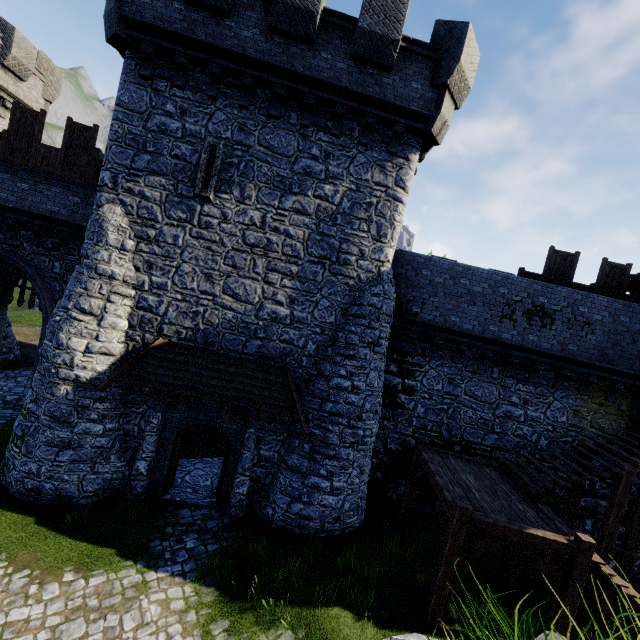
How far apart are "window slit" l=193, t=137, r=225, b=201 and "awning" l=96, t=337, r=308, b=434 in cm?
456

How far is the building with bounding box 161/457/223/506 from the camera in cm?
1116

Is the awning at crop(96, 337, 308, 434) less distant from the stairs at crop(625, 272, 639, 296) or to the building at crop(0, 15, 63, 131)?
the building at crop(0, 15, 63, 131)

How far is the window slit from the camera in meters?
10.1 m

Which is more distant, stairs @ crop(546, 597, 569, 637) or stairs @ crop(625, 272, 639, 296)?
stairs @ crop(625, 272, 639, 296)

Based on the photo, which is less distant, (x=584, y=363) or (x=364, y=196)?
(x=364, y=196)

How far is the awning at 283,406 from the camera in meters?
9.7

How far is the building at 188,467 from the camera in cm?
1116
